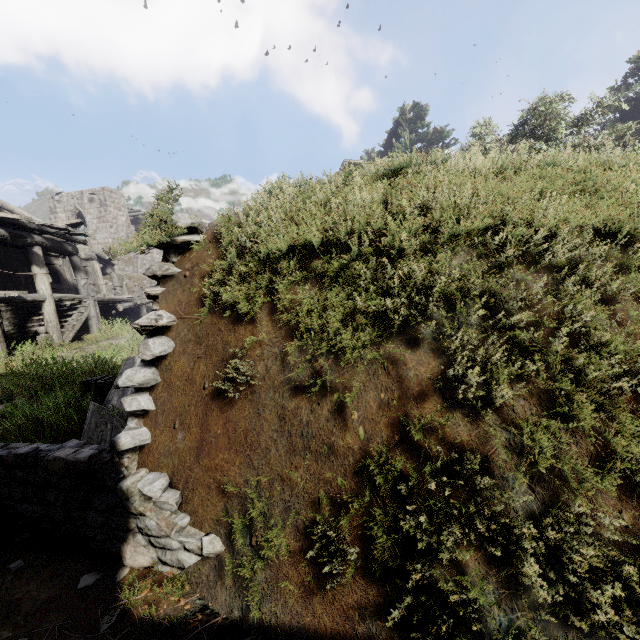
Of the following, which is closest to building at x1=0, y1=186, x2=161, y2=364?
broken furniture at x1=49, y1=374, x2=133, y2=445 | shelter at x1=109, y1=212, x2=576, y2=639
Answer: shelter at x1=109, y1=212, x2=576, y2=639

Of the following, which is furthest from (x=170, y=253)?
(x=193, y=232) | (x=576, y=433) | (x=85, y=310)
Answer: (x=85, y=310)

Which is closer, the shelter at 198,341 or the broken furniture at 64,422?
the shelter at 198,341

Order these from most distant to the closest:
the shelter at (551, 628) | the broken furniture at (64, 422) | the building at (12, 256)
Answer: the building at (12, 256)
the broken furniture at (64, 422)
the shelter at (551, 628)

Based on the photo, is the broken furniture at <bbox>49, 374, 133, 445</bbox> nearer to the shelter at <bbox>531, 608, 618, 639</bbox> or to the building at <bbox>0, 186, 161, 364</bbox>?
the shelter at <bbox>531, 608, 618, 639</bbox>

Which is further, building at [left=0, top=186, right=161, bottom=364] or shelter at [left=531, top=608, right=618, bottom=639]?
building at [left=0, top=186, right=161, bottom=364]

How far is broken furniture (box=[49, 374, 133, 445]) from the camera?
4.12m

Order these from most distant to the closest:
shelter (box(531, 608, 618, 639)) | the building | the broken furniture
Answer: the building
the broken furniture
shelter (box(531, 608, 618, 639))
